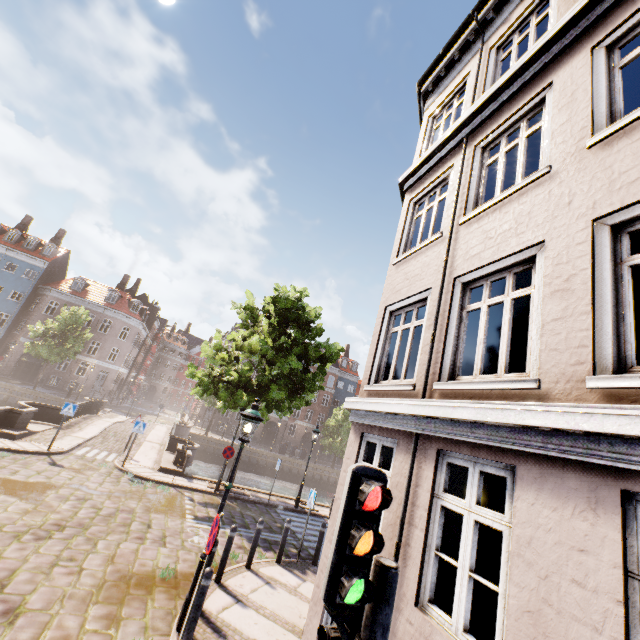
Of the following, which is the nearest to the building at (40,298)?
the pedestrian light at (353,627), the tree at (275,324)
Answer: the tree at (275,324)

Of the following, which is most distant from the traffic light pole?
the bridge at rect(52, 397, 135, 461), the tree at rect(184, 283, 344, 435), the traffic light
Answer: the bridge at rect(52, 397, 135, 461)

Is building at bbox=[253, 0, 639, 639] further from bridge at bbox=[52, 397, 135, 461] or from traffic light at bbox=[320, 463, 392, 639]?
traffic light at bbox=[320, 463, 392, 639]

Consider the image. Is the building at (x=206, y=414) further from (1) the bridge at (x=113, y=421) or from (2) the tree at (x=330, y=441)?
(1) the bridge at (x=113, y=421)

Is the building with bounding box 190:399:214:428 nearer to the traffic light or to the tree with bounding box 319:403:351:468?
the tree with bounding box 319:403:351:468

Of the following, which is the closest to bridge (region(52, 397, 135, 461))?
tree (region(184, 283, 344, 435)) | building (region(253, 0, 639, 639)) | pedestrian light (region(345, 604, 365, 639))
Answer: tree (region(184, 283, 344, 435))

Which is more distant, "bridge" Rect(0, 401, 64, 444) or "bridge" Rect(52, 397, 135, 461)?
"bridge" Rect(52, 397, 135, 461)

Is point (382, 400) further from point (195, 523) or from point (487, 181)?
point (487, 181)
